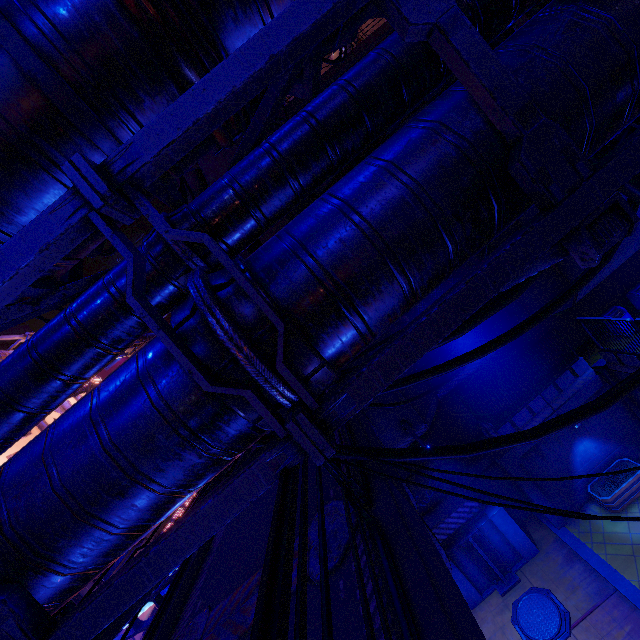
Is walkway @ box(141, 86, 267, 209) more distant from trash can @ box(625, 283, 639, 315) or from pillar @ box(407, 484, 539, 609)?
trash can @ box(625, 283, 639, 315)

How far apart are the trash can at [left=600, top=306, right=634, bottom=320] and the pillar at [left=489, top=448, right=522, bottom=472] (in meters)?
7.43

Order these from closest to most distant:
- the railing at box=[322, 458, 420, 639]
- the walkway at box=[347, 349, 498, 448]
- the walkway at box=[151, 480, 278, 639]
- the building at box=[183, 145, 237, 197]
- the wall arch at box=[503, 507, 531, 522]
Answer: the railing at box=[322, 458, 420, 639] → the walkway at box=[151, 480, 278, 639] → the walkway at box=[347, 349, 498, 448] → the wall arch at box=[503, 507, 531, 522] → the building at box=[183, 145, 237, 197]

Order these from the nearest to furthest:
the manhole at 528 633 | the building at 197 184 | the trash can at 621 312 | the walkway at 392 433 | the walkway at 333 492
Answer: the walkway at 333 492 < the walkway at 392 433 < the manhole at 528 633 < the trash can at 621 312 < the building at 197 184

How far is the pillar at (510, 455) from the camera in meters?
14.2

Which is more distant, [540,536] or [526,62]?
[540,536]

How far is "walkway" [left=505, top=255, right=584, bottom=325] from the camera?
13.8 meters

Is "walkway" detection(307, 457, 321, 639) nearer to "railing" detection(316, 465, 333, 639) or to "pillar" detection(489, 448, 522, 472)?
"railing" detection(316, 465, 333, 639)
